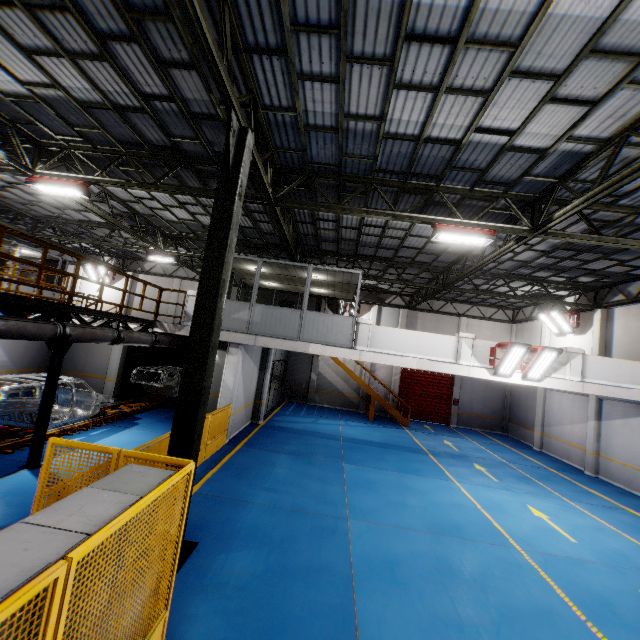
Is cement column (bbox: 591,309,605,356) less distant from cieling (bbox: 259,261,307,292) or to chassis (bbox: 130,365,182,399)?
cieling (bbox: 259,261,307,292)

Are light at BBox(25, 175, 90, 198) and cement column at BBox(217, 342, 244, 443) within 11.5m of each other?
yes

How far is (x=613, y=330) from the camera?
15.1m

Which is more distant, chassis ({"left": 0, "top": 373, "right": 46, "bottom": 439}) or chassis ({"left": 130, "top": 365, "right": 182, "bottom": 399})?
chassis ({"left": 130, "top": 365, "right": 182, "bottom": 399})

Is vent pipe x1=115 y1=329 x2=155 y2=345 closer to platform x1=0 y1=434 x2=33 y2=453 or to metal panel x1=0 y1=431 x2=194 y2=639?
platform x1=0 y1=434 x2=33 y2=453

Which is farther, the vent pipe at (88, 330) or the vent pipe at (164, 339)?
the vent pipe at (164, 339)

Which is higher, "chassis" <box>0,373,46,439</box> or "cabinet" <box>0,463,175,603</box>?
"cabinet" <box>0,463,175,603</box>

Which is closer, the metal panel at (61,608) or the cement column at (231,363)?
the metal panel at (61,608)
